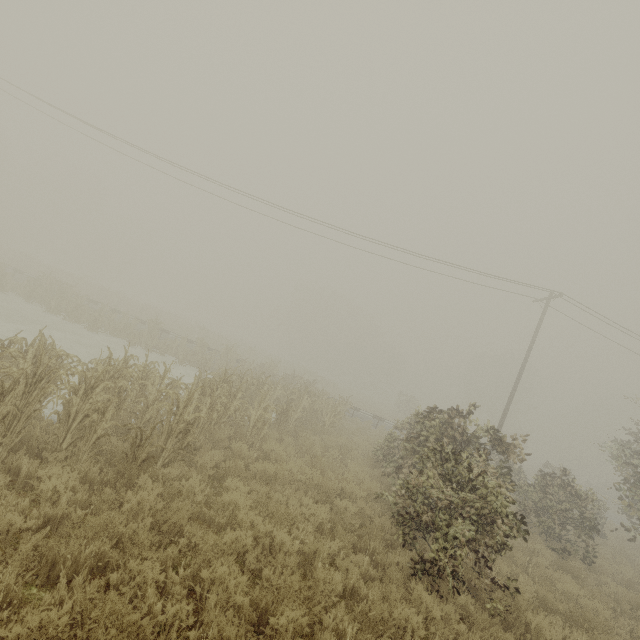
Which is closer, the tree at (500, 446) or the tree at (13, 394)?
the tree at (13, 394)

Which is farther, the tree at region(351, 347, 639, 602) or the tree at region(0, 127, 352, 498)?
the tree at region(351, 347, 639, 602)

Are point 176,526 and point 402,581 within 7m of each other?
yes
